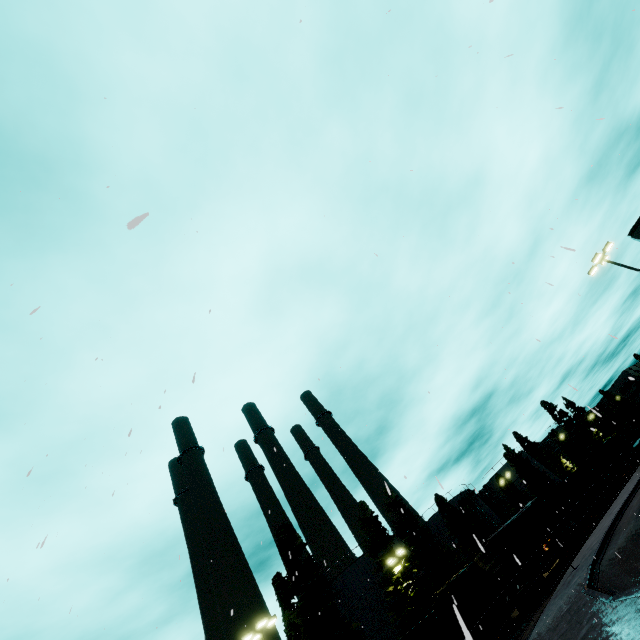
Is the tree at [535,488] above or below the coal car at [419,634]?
above

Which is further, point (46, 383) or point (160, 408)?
point (46, 383)

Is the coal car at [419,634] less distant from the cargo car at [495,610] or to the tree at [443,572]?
the cargo car at [495,610]

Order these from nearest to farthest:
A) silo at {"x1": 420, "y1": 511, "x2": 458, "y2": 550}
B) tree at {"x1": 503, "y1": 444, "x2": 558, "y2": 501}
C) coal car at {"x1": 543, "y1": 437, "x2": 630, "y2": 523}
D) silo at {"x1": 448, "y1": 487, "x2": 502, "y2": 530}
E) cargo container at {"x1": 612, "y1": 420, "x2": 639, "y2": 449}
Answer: coal car at {"x1": 543, "y1": 437, "x2": 630, "y2": 523} < silo at {"x1": 420, "y1": 511, "x2": 458, "y2": 550} < silo at {"x1": 448, "y1": 487, "x2": 502, "y2": 530} < cargo container at {"x1": 612, "y1": 420, "x2": 639, "y2": 449} < tree at {"x1": 503, "y1": 444, "x2": 558, "y2": 501}

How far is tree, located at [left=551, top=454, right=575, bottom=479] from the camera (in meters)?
57.75

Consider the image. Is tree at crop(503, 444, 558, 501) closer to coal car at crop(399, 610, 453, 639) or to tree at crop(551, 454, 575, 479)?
tree at crop(551, 454, 575, 479)

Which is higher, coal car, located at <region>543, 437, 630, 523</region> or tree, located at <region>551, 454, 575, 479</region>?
tree, located at <region>551, 454, 575, 479</region>

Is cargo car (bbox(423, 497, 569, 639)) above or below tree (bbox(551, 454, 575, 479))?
below
